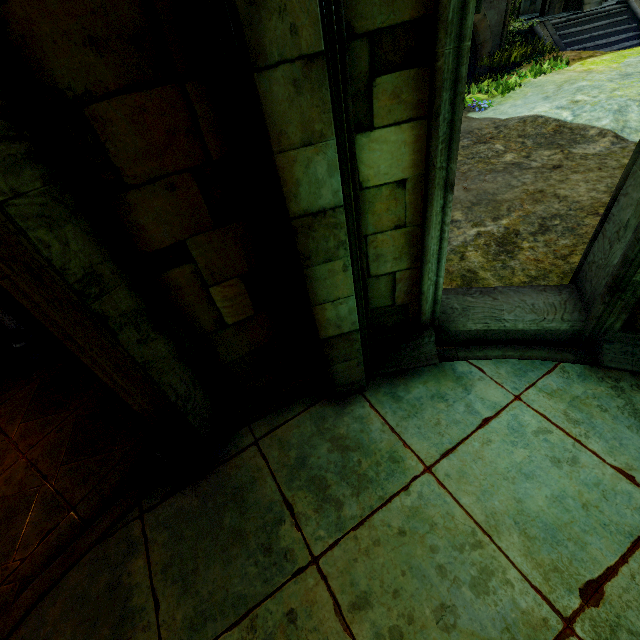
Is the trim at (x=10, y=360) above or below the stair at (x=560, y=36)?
below

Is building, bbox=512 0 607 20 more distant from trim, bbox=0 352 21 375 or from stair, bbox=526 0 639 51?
trim, bbox=0 352 21 375

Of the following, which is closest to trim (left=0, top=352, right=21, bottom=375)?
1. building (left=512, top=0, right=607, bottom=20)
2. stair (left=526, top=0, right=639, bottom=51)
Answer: stair (left=526, top=0, right=639, bottom=51)

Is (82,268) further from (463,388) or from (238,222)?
(463,388)

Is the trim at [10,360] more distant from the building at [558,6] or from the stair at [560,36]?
the building at [558,6]

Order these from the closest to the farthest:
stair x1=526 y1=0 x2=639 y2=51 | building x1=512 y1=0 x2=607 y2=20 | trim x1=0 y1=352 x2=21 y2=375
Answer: trim x1=0 y1=352 x2=21 y2=375
stair x1=526 y1=0 x2=639 y2=51
building x1=512 y1=0 x2=607 y2=20
